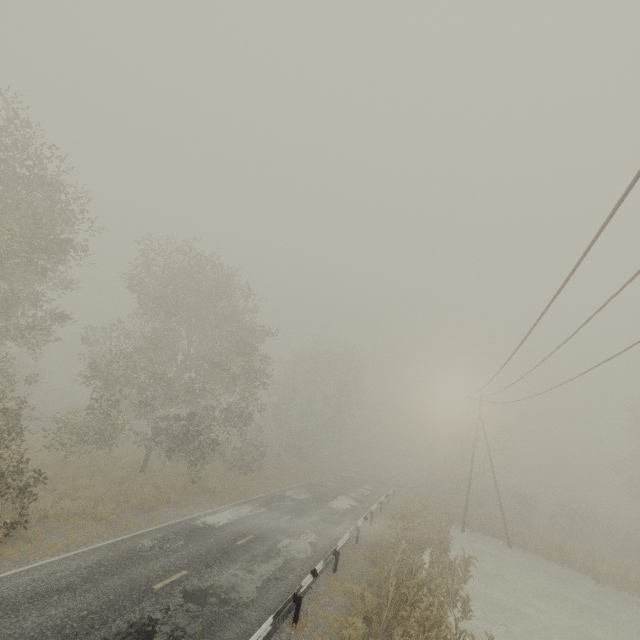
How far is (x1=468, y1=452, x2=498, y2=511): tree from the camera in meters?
34.5

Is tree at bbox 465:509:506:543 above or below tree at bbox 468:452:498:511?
below

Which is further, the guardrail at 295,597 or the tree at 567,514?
the tree at 567,514

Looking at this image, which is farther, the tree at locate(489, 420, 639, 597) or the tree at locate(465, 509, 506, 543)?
the tree at locate(465, 509, 506, 543)

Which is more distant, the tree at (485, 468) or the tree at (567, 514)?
the tree at (485, 468)

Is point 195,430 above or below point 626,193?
below
